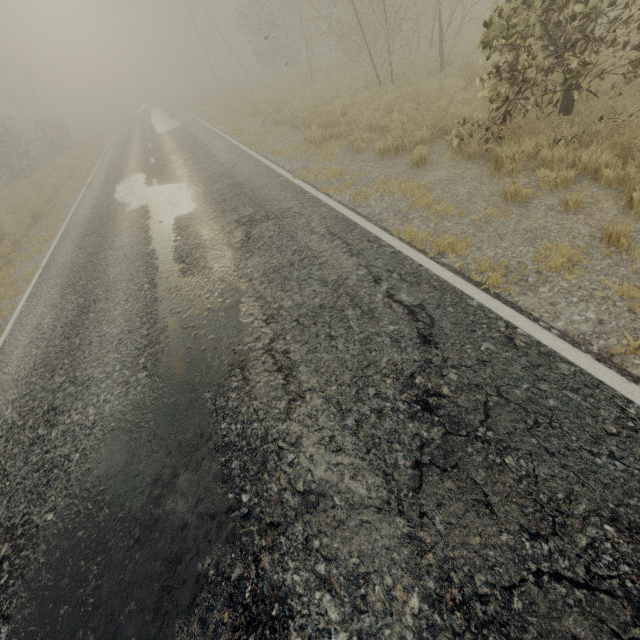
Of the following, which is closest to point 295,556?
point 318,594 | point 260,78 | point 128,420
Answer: point 318,594
